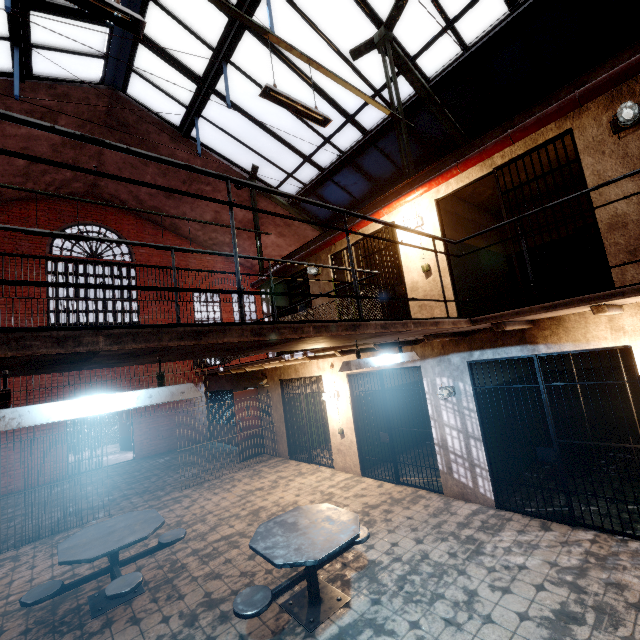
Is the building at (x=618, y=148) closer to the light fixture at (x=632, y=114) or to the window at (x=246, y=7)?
the light fixture at (x=632, y=114)

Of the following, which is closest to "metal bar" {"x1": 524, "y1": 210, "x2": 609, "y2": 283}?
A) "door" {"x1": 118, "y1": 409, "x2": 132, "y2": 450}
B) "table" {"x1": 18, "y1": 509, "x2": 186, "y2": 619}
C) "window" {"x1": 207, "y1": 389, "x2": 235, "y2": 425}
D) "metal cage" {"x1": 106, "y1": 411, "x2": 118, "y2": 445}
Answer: "table" {"x1": 18, "y1": 509, "x2": 186, "y2": 619}

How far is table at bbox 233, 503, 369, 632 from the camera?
3.2m

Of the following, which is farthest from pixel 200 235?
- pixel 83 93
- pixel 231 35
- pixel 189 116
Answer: pixel 231 35

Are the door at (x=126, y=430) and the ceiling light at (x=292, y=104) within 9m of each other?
no

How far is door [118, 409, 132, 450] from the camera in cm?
1459

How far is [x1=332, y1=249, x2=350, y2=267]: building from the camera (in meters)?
8.54
